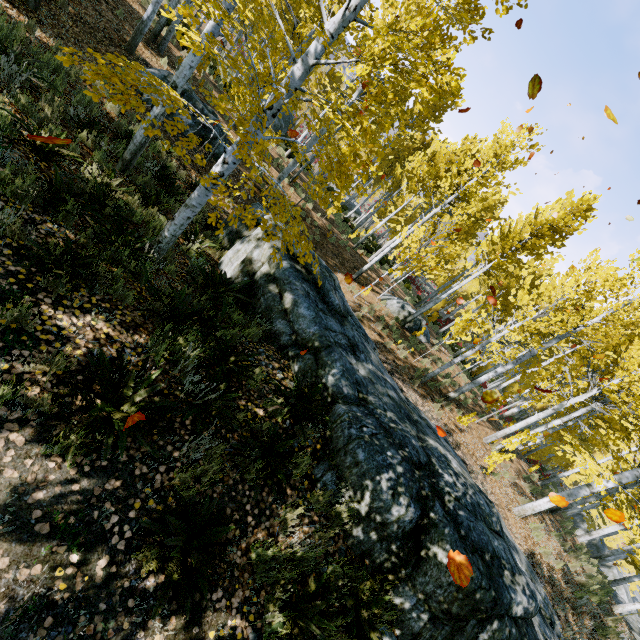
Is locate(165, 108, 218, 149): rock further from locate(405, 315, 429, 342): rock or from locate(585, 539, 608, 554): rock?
locate(585, 539, 608, 554): rock

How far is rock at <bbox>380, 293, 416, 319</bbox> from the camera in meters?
17.1

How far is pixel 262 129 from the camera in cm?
369

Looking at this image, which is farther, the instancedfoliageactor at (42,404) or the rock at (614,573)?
the rock at (614,573)

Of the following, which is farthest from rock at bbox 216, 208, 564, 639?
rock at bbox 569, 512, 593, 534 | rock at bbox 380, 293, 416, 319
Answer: rock at bbox 380, 293, 416, 319

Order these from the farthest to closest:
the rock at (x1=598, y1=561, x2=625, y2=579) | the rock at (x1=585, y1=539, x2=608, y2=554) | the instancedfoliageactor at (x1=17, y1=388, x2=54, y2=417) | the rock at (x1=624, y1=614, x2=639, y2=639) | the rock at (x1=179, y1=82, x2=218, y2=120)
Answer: the rock at (x1=585, y1=539, x2=608, y2=554) < the rock at (x1=598, y1=561, x2=625, y2=579) < the rock at (x1=624, y1=614, x2=639, y2=639) < the rock at (x1=179, y1=82, x2=218, y2=120) < the instancedfoliageactor at (x1=17, y1=388, x2=54, y2=417)

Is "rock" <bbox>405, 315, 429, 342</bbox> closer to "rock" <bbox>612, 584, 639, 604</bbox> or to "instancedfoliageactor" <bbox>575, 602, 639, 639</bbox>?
"instancedfoliageactor" <bbox>575, 602, 639, 639</bbox>

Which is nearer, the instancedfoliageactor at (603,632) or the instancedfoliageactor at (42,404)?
the instancedfoliageactor at (42,404)
